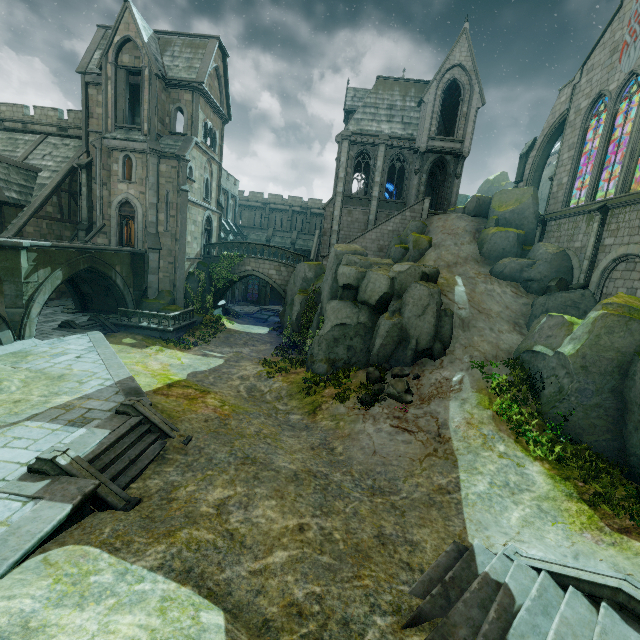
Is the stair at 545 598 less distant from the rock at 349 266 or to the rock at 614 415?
the rock at 614 415

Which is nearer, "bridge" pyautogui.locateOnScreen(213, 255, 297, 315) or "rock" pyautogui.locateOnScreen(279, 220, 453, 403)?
"rock" pyautogui.locateOnScreen(279, 220, 453, 403)

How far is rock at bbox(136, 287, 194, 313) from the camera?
24.19m

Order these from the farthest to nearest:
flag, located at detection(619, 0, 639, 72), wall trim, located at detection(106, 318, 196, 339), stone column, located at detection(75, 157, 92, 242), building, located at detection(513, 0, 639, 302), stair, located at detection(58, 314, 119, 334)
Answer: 1. stone column, located at detection(75, 157, 92, 242)
2. wall trim, located at detection(106, 318, 196, 339)
3. stair, located at detection(58, 314, 119, 334)
4. flag, located at detection(619, 0, 639, 72)
5. building, located at detection(513, 0, 639, 302)

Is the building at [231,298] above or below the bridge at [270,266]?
below

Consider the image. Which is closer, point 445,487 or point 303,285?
point 445,487

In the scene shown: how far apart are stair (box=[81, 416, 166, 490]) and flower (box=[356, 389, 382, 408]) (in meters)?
7.94

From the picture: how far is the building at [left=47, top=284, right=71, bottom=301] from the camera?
26.0m
